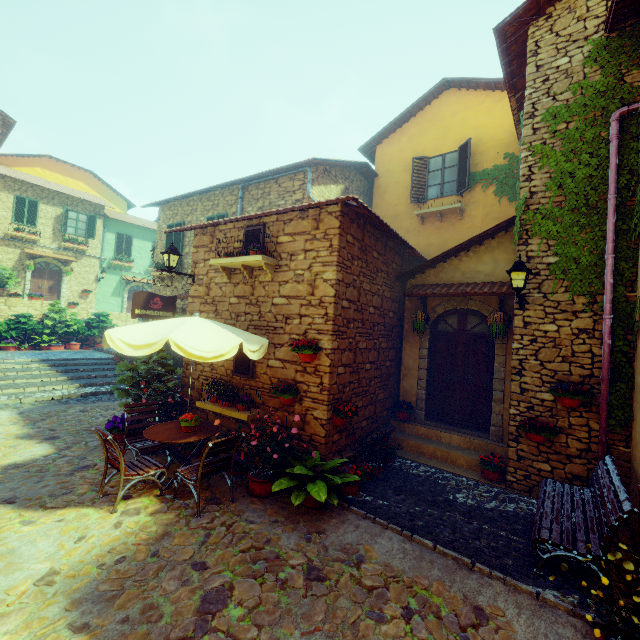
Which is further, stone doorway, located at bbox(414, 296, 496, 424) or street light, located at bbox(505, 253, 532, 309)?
stone doorway, located at bbox(414, 296, 496, 424)

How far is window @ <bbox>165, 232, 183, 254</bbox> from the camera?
12.7m

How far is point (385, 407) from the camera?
8.1m

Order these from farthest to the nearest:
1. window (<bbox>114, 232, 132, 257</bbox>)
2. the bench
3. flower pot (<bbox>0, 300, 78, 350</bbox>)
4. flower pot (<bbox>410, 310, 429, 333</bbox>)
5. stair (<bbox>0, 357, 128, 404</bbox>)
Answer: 1. window (<bbox>114, 232, 132, 257</bbox>)
2. flower pot (<bbox>0, 300, 78, 350</bbox>)
3. stair (<bbox>0, 357, 128, 404</bbox>)
4. flower pot (<bbox>410, 310, 429, 333</bbox>)
5. the bench

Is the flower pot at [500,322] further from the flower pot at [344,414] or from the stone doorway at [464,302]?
the flower pot at [344,414]

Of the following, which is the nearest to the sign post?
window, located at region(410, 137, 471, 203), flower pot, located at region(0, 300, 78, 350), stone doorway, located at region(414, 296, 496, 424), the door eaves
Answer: the door eaves

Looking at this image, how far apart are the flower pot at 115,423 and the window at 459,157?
10.4 meters

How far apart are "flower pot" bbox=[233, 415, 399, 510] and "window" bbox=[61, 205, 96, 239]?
22.9m
